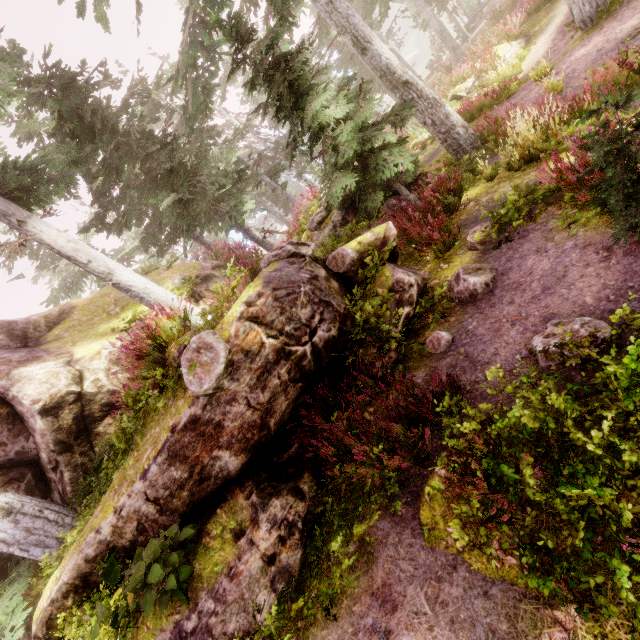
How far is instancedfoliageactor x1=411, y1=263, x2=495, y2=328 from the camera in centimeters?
537cm

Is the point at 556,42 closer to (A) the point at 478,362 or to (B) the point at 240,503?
(A) the point at 478,362

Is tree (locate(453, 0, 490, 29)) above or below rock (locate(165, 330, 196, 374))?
below

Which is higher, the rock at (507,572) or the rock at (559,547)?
the rock at (507,572)

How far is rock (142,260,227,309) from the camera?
10.46m

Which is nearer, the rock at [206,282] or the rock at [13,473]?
the rock at [13,473]
